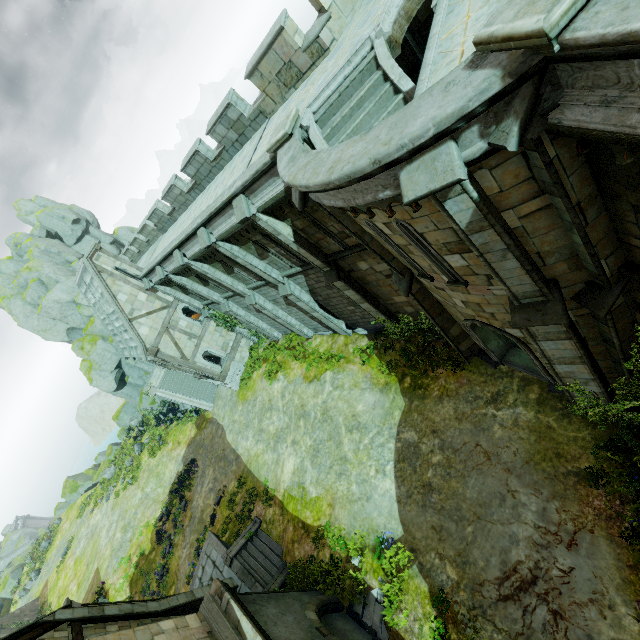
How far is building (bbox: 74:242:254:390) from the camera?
21.6 meters

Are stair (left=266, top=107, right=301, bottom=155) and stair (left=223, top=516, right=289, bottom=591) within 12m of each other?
no

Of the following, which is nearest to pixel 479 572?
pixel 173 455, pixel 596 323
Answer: pixel 596 323

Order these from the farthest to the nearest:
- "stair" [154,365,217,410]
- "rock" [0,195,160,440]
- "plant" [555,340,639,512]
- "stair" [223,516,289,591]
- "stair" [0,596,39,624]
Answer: "stair" [0,596,39,624] < "rock" [0,195,160,440] < "stair" [154,365,217,410] < "stair" [223,516,289,591] < "plant" [555,340,639,512]

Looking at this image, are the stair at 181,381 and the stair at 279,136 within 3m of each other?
no

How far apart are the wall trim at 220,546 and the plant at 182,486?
8.0m

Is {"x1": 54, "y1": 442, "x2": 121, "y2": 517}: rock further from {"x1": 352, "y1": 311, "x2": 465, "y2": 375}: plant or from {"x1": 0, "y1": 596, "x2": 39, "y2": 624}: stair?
{"x1": 352, "y1": 311, "x2": 465, "y2": 375}: plant

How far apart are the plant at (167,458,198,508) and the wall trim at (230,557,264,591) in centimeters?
1145cm
